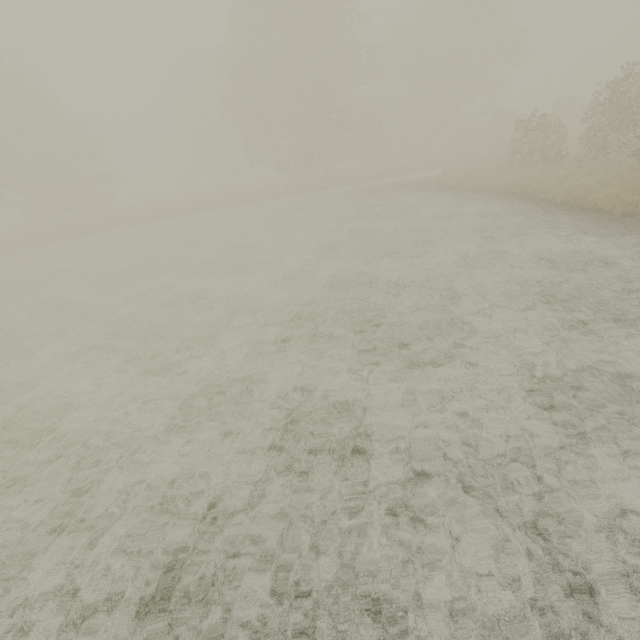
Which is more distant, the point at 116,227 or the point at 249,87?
the point at 116,227
